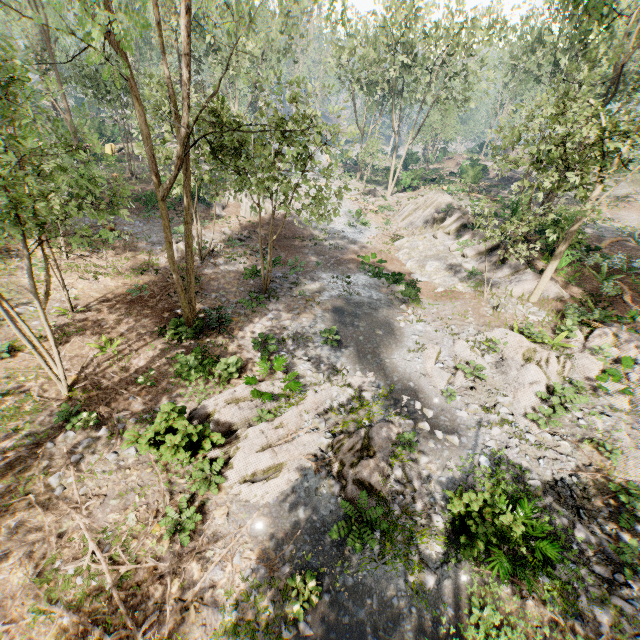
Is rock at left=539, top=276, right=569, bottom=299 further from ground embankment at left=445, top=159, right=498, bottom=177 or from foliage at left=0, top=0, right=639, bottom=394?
ground embankment at left=445, top=159, right=498, bottom=177

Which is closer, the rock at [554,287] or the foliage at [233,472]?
the foliage at [233,472]

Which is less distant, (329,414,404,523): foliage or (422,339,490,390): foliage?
(329,414,404,523): foliage

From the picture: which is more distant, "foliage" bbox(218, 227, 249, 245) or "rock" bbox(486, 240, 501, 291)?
"foliage" bbox(218, 227, 249, 245)

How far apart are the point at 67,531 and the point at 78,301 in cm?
1097

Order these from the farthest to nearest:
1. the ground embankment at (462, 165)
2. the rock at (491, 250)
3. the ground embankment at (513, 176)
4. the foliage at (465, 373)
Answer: the ground embankment at (513, 176) → the ground embankment at (462, 165) → the rock at (491, 250) → the foliage at (465, 373)

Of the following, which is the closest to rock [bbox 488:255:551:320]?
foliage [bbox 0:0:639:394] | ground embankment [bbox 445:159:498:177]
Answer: foliage [bbox 0:0:639:394]
